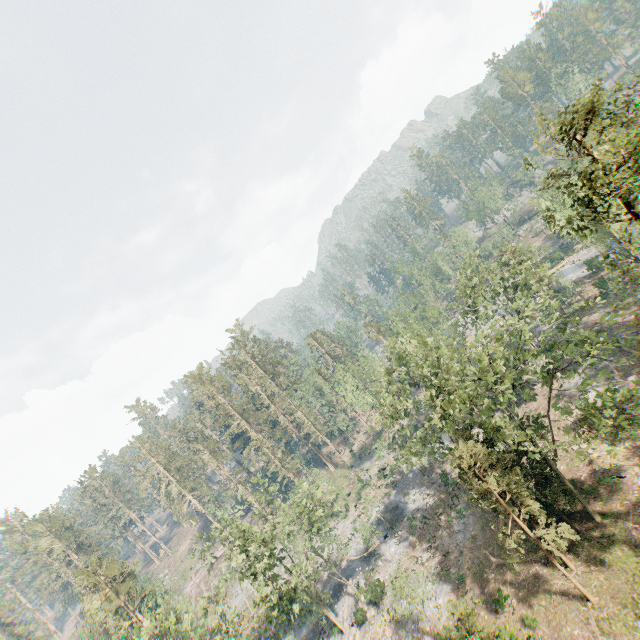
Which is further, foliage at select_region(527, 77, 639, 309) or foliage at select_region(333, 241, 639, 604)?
foliage at select_region(333, 241, 639, 604)

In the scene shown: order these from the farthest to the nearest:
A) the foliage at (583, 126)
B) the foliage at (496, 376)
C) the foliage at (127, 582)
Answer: the foliage at (127, 582) < the foliage at (496, 376) < the foliage at (583, 126)

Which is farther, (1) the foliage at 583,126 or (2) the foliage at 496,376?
(2) the foliage at 496,376

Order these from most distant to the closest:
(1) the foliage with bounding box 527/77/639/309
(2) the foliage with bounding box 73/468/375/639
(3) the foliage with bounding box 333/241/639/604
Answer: (2) the foliage with bounding box 73/468/375/639 → (3) the foliage with bounding box 333/241/639/604 → (1) the foliage with bounding box 527/77/639/309

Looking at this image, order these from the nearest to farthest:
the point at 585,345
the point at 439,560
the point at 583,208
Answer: the point at 585,345 < the point at 439,560 < the point at 583,208
